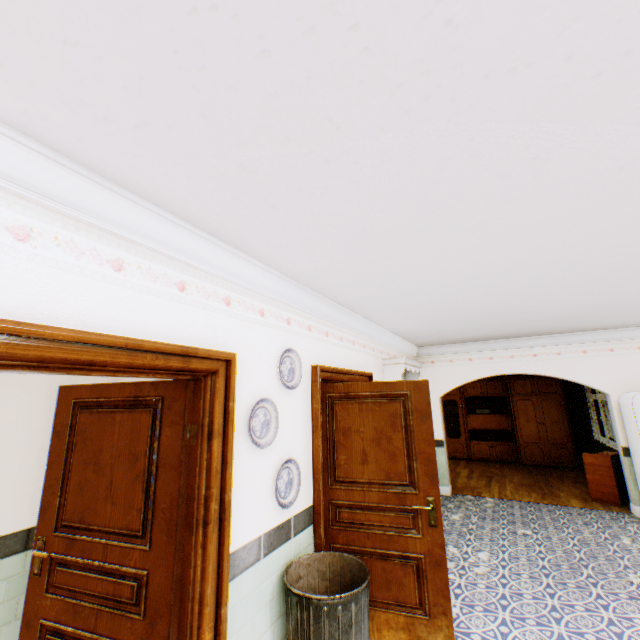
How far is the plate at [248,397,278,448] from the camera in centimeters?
244cm

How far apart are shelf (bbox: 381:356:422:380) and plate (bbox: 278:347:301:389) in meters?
2.6

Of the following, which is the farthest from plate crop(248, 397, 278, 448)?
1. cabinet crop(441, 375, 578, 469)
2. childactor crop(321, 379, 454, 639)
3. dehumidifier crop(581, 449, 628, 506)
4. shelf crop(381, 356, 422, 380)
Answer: cabinet crop(441, 375, 578, 469)

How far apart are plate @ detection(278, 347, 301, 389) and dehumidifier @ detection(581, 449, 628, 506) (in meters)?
6.76

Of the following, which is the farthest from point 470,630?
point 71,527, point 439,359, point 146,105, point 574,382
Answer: point 574,382

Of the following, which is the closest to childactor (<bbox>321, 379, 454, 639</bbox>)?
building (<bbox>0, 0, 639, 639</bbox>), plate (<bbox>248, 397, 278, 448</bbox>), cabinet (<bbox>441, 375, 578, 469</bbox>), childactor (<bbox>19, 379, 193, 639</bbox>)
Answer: building (<bbox>0, 0, 639, 639</bbox>)

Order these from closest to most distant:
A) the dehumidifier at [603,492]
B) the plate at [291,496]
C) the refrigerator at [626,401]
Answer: the plate at [291,496]
the refrigerator at [626,401]
the dehumidifier at [603,492]

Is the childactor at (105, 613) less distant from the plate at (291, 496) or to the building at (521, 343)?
the building at (521, 343)
